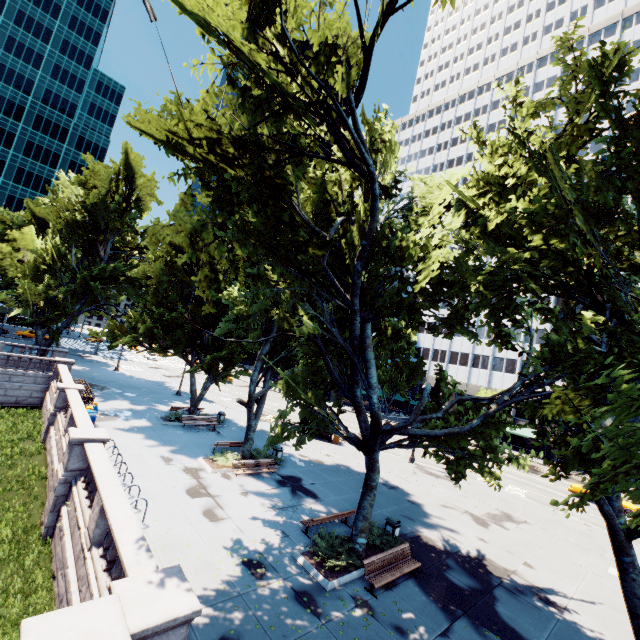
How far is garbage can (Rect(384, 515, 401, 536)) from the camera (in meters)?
14.60

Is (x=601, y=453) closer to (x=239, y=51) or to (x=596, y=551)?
(x=239, y=51)

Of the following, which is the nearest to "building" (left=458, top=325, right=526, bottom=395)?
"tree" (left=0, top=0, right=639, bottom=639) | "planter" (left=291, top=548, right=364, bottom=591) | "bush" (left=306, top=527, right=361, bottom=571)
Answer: "tree" (left=0, top=0, right=639, bottom=639)

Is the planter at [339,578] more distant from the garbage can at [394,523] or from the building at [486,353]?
the building at [486,353]

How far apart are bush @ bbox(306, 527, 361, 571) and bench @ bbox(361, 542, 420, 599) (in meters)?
0.57

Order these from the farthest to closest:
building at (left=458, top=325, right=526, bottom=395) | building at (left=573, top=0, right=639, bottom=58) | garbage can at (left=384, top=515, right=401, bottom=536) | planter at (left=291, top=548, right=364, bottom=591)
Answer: building at (left=458, top=325, right=526, bottom=395)
building at (left=573, top=0, right=639, bottom=58)
garbage can at (left=384, top=515, right=401, bottom=536)
planter at (left=291, top=548, right=364, bottom=591)

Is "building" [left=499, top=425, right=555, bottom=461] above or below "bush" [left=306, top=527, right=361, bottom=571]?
above

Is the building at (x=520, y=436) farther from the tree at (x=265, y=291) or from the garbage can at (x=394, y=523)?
the garbage can at (x=394, y=523)
